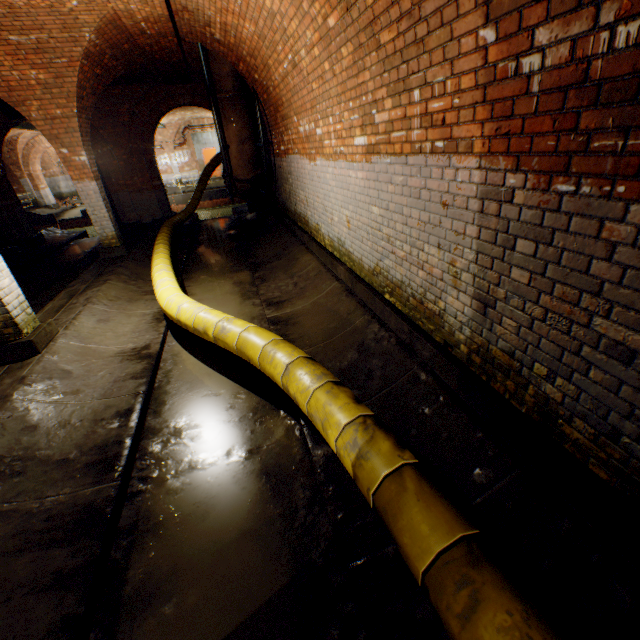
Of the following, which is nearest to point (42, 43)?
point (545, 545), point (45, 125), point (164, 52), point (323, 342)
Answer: point (45, 125)

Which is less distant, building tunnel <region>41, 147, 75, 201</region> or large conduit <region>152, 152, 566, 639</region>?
large conduit <region>152, 152, 566, 639</region>

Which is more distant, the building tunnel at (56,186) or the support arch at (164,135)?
the building tunnel at (56,186)

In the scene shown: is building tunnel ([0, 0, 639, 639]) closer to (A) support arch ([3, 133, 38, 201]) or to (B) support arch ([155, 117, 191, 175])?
(A) support arch ([3, 133, 38, 201])

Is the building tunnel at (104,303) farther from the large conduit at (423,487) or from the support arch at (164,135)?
the support arch at (164,135)

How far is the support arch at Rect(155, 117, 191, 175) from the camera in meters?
22.5

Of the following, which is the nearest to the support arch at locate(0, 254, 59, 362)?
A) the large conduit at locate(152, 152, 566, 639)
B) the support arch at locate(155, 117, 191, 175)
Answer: the large conduit at locate(152, 152, 566, 639)

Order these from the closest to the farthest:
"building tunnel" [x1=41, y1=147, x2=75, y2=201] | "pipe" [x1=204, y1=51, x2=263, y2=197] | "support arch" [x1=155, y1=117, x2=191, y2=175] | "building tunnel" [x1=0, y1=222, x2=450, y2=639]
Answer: "building tunnel" [x1=0, y1=222, x2=450, y2=639] < "pipe" [x1=204, y1=51, x2=263, y2=197] < "support arch" [x1=155, y1=117, x2=191, y2=175] < "building tunnel" [x1=41, y1=147, x2=75, y2=201]
